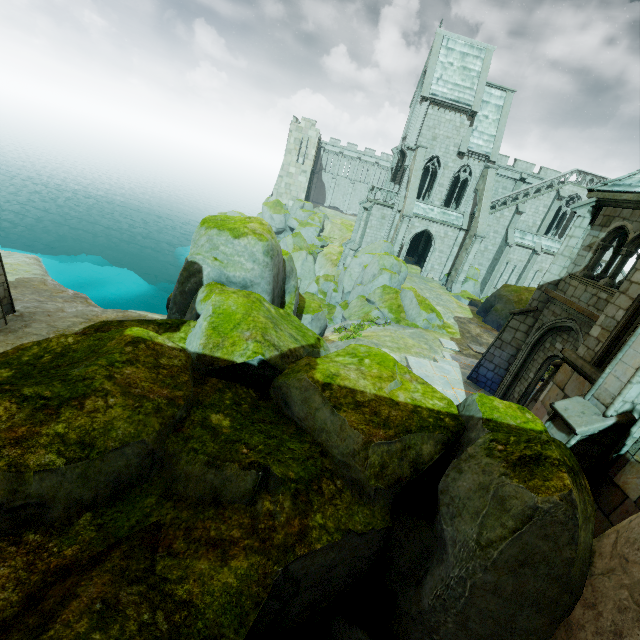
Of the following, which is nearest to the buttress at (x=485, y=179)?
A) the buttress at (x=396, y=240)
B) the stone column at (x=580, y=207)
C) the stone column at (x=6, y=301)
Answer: the buttress at (x=396, y=240)

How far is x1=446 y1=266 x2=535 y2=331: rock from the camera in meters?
24.0 m

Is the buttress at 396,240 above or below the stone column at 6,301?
above

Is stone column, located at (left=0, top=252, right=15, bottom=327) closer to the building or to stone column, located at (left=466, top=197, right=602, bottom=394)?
stone column, located at (left=466, top=197, right=602, bottom=394)

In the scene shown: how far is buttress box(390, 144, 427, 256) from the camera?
28.86m

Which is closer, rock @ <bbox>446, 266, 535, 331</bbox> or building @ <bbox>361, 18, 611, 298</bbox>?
rock @ <bbox>446, 266, 535, 331</bbox>

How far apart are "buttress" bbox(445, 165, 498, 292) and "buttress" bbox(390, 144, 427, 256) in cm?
588

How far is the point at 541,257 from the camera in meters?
34.1 m
